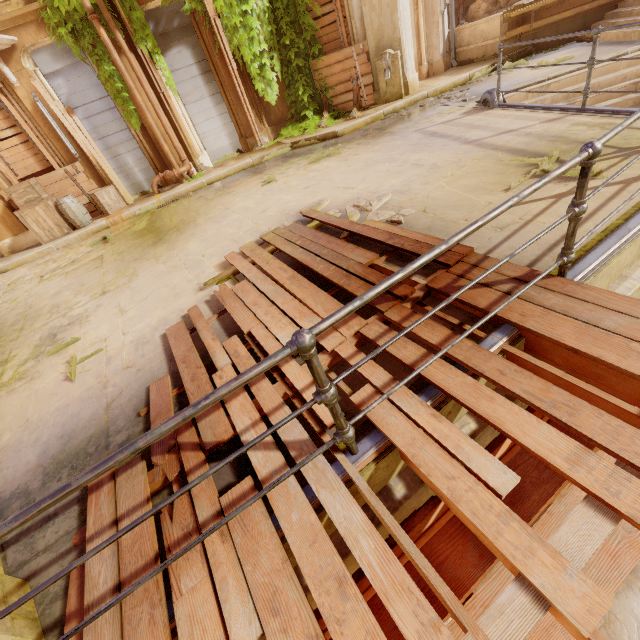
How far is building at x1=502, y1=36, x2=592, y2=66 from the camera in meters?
7.9 m

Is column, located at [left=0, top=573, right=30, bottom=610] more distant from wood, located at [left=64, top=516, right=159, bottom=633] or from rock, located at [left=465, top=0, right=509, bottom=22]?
rock, located at [left=465, top=0, right=509, bottom=22]

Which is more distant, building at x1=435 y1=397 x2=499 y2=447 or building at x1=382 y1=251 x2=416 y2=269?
building at x1=382 y1=251 x2=416 y2=269

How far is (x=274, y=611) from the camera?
1.4m

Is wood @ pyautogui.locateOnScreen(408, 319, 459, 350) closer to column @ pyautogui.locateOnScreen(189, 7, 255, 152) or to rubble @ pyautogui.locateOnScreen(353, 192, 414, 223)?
rubble @ pyautogui.locateOnScreen(353, 192, 414, 223)

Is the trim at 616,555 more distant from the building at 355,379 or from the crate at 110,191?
the crate at 110,191

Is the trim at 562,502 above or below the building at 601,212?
below

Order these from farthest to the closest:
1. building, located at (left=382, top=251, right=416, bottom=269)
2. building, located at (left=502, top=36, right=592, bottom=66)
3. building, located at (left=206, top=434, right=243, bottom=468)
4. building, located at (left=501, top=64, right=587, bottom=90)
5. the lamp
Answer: building, located at (left=502, top=36, right=592, bottom=66), building, located at (left=501, top=64, right=587, bottom=90), the lamp, building, located at (left=382, top=251, right=416, bottom=269), building, located at (left=206, top=434, right=243, bottom=468)
